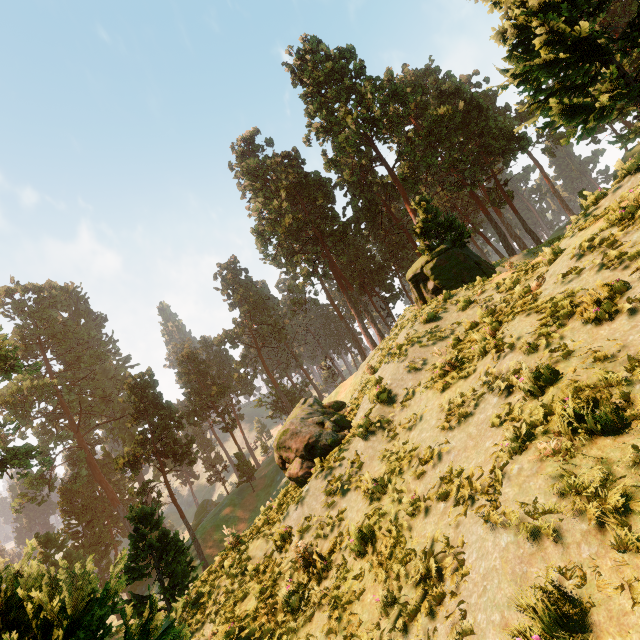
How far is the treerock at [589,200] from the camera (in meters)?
9.65

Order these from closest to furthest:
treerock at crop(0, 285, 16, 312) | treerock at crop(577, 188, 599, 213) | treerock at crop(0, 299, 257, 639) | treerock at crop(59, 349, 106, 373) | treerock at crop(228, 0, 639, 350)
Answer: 1. treerock at crop(0, 299, 257, 639)
2. treerock at crop(577, 188, 599, 213)
3. treerock at crop(228, 0, 639, 350)
4. treerock at crop(0, 285, 16, 312)
5. treerock at crop(59, 349, 106, 373)

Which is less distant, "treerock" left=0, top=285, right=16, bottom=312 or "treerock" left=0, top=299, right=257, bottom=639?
"treerock" left=0, top=299, right=257, bottom=639

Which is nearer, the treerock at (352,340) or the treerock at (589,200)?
the treerock at (589,200)

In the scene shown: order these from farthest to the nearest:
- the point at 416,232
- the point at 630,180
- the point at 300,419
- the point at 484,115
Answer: the point at 484,115
the point at 416,232
the point at 300,419
the point at 630,180
